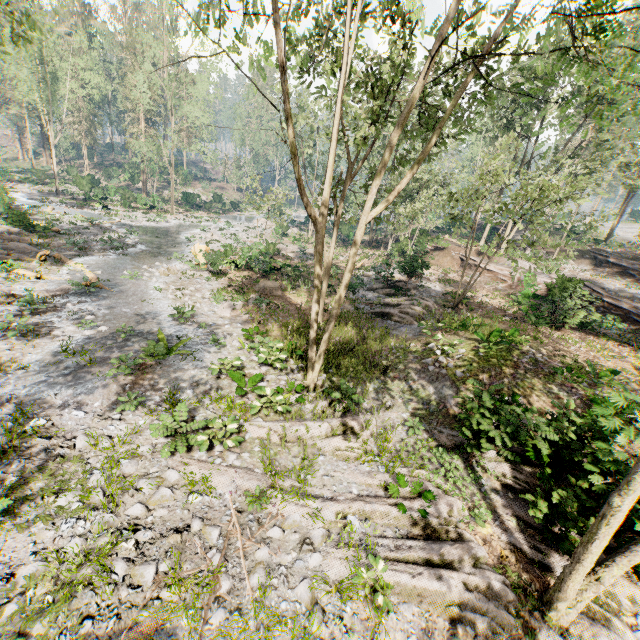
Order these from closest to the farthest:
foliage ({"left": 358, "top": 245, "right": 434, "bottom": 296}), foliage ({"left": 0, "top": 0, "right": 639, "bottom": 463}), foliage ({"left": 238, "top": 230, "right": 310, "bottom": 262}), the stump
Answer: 1. foliage ({"left": 0, "top": 0, "right": 639, "bottom": 463})
2. the stump
3. foliage ({"left": 358, "top": 245, "right": 434, "bottom": 296})
4. foliage ({"left": 238, "top": 230, "right": 310, "bottom": 262})

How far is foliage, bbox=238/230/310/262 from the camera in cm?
2464

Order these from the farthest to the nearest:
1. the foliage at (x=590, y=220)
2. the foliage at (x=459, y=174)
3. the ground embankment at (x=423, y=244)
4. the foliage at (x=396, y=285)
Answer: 1. the foliage at (x=590, y=220)
2. the foliage at (x=396, y=285)
3. the ground embankment at (x=423, y=244)
4. the foliage at (x=459, y=174)

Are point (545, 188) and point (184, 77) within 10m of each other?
no

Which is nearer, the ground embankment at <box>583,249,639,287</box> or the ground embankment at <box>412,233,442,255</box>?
the ground embankment at <box>412,233,442,255</box>

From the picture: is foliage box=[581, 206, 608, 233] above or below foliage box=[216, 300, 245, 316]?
above

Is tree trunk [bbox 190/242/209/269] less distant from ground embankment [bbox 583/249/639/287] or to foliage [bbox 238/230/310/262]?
foliage [bbox 238/230/310/262]

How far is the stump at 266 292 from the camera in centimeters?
2121cm
